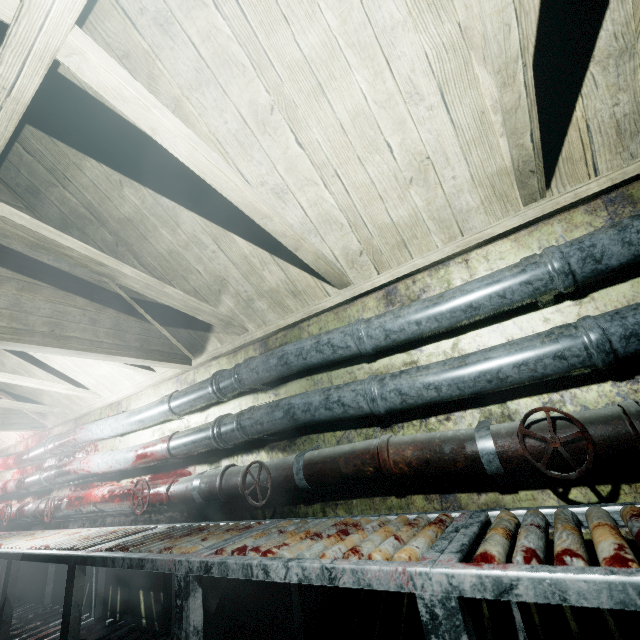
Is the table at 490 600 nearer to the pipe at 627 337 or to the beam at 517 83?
the pipe at 627 337

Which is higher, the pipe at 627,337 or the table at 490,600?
the pipe at 627,337

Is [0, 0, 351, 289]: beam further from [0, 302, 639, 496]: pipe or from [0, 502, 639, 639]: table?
[0, 502, 639, 639]: table

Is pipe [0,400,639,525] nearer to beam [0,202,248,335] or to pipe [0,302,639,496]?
pipe [0,302,639,496]

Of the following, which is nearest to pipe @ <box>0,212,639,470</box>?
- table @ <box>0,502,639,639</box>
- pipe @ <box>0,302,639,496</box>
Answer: pipe @ <box>0,302,639,496</box>

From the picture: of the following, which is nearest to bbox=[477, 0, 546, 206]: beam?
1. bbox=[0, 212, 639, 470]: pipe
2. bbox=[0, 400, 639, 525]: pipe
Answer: bbox=[0, 212, 639, 470]: pipe

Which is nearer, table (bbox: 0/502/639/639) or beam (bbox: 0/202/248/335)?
table (bbox: 0/502/639/639)

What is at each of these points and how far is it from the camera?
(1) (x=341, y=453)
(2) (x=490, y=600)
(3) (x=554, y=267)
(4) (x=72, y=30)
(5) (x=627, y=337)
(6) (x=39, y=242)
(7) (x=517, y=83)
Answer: (1) pipe, 1.6 meters
(2) table, 1.1 meters
(3) pipe, 1.3 meters
(4) beam, 0.9 meters
(5) pipe, 1.1 meters
(6) beam, 1.5 meters
(7) beam, 1.1 meters
